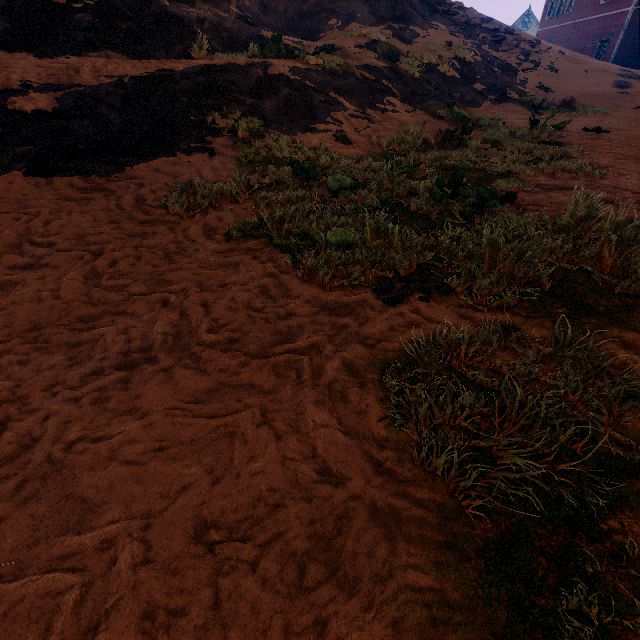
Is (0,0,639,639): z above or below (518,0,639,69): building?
below

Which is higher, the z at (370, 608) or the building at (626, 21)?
the building at (626, 21)

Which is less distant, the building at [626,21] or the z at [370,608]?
the z at [370,608]

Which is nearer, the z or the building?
the z

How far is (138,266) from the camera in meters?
3.2
